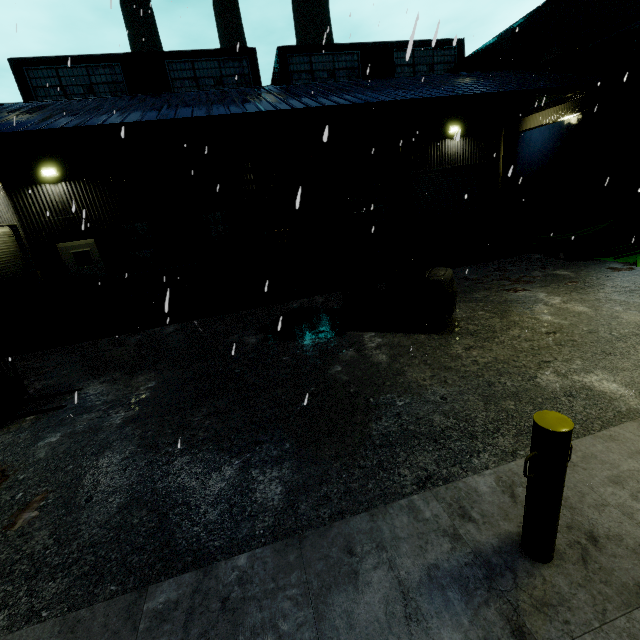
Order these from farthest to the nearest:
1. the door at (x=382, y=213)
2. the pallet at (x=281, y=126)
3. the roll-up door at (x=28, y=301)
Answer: the door at (x=382, y=213) → the roll-up door at (x=28, y=301) → the pallet at (x=281, y=126)

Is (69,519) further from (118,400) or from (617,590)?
(617,590)

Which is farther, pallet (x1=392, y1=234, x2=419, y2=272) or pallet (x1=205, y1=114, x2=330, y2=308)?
pallet (x1=392, y1=234, x2=419, y2=272)

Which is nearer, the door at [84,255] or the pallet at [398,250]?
the pallet at [398,250]

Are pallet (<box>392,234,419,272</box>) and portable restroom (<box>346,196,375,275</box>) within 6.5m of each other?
yes

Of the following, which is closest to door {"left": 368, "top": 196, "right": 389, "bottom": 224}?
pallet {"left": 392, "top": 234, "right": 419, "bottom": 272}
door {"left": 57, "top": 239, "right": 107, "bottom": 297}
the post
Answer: pallet {"left": 392, "top": 234, "right": 419, "bottom": 272}

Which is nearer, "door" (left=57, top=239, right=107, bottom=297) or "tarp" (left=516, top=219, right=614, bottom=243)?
"tarp" (left=516, top=219, right=614, bottom=243)

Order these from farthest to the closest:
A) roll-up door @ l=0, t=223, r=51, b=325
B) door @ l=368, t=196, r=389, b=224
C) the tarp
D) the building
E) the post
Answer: door @ l=368, t=196, r=389, b=224 → the tarp → roll-up door @ l=0, t=223, r=51, b=325 → the building → the post
